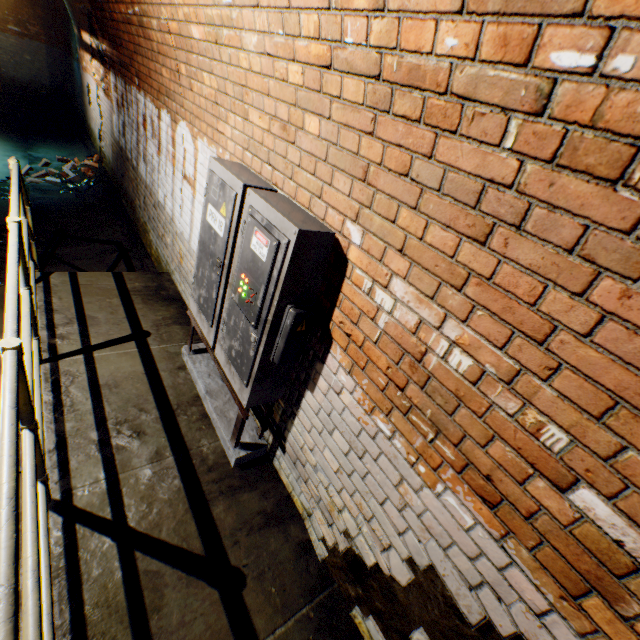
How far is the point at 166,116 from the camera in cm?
370

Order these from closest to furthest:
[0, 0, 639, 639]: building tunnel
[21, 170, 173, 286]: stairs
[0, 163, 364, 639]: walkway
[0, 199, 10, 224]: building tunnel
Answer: [0, 0, 639, 639]: building tunnel
[0, 163, 364, 639]: walkway
[21, 170, 173, 286]: stairs
[0, 199, 10, 224]: building tunnel

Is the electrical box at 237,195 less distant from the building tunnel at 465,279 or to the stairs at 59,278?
the building tunnel at 465,279

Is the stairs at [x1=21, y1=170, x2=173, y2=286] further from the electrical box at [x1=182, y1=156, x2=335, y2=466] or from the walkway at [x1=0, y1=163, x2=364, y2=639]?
the electrical box at [x1=182, y1=156, x2=335, y2=466]

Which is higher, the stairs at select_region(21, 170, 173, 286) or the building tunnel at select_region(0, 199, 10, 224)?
the stairs at select_region(21, 170, 173, 286)

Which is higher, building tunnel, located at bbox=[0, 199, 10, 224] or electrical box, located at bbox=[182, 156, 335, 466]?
electrical box, located at bbox=[182, 156, 335, 466]

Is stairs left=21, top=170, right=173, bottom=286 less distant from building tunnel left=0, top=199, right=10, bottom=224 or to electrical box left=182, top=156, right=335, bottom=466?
building tunnel left=0, top=199, right=10, bottom=224

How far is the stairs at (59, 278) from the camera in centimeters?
341cm
